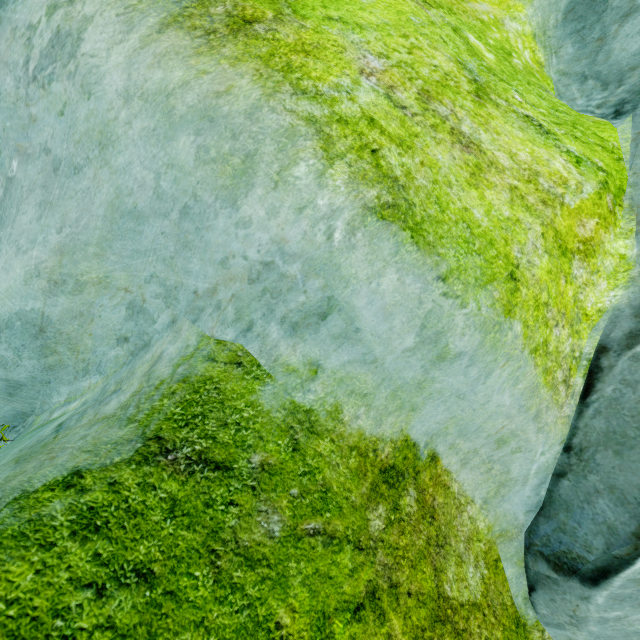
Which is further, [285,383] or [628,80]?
[628,80]
